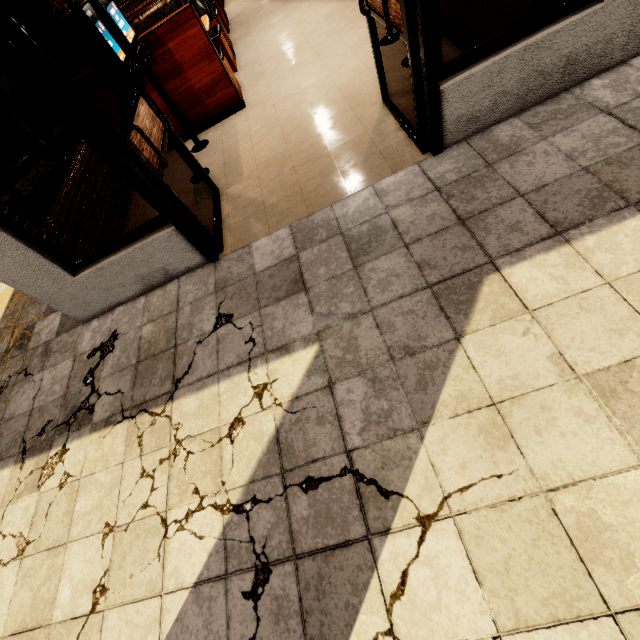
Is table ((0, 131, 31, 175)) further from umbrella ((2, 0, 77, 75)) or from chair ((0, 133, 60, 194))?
umbrella ((2, 0, 77, 75))

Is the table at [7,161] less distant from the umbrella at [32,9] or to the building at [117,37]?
the building at [117,37]

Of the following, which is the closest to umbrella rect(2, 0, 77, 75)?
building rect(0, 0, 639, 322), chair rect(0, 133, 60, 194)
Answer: building rect(0, 0, 639, 322)

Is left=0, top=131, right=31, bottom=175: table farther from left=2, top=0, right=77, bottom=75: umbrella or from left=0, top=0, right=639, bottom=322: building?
left=2, top=0, right=77, bottom=75: umbrella

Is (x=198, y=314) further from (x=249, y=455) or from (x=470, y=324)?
(x=470, y=324)

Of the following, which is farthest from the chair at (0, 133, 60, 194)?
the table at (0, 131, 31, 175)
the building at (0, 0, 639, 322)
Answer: the building at (0, 0, 639, 322)

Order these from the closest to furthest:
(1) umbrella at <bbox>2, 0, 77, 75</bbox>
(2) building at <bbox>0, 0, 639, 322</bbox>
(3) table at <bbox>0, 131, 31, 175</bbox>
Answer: (2) building at <bbox>0, 0, 639, 322</bbox> → (3) table at <bbox>0, 131, 31, 175</bbox> → (1) umbrella at <bbox>2, 0, 77, 75</bbox>

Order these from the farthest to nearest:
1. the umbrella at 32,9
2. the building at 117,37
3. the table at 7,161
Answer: the umbrella at 32,9 → the table at 7,161 → the building at 117,37
